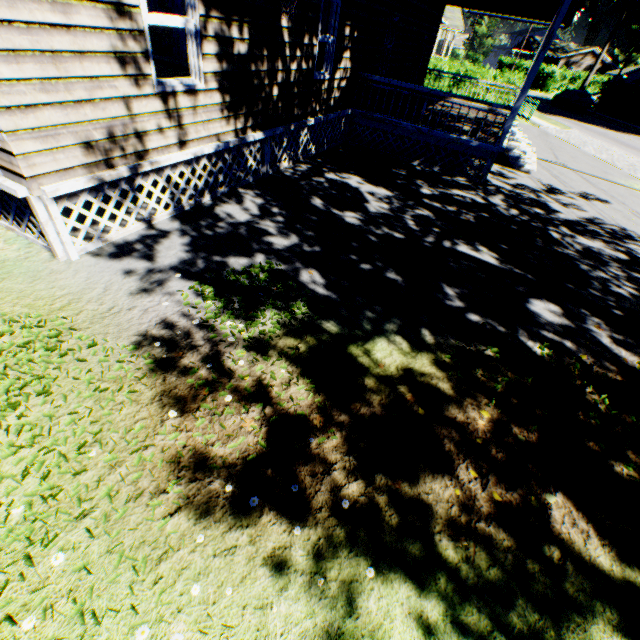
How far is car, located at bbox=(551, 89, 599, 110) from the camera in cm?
3309

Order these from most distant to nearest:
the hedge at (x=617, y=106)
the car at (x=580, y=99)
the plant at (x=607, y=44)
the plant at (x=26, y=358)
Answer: the plant at (x=607, y=44)
the car at (x=580, y=99)
the hedge at (x=617, y=106)
the plant at (x=26, y=358)

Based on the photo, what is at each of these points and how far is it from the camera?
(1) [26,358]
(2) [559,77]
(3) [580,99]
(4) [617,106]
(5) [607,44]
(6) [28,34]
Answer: (1) plant, 3.4m
(2) hedge, 44.8m
(3) car, 32.9m
(4) hedge, 33.4m
(5) plant, 51.0m
(6) house, 3.3m

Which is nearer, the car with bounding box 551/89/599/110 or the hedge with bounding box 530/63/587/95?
the car with bounding box 551/89/599/110

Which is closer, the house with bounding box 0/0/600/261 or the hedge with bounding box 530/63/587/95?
the house with bounding box 0/0/600/261

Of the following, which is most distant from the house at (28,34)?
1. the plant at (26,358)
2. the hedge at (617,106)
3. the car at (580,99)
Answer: the car at (580,99)

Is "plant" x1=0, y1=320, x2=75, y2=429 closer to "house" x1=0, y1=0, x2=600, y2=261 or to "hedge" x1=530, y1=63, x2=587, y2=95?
"house" x1=0, y1=0, x2=600, y2=261

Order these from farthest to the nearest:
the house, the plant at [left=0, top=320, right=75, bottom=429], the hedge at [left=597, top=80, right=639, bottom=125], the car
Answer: the car
the hedge at [left=597, top=80, right=639, bottom=125]
the house
the plant at [left=0, top=320, right=75, bottom=429]
